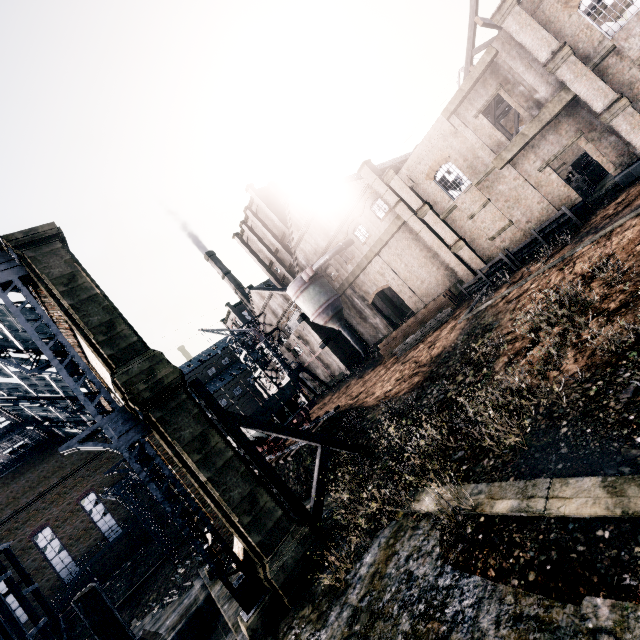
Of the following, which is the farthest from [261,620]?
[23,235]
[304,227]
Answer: [304,227]

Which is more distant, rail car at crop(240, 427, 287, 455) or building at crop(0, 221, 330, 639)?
rail car at crop(240, 427, 287, 455)

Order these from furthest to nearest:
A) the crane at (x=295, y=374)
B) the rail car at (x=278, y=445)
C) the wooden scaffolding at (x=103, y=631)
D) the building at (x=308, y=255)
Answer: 1. the crane at (x=295, y=374)
2. the rail car at (x=278, y=445)
3. the building at (x=308, y=255)
4. the wooden scaffolding at (x=103, y=631)

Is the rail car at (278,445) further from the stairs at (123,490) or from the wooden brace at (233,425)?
the stairs at (123,490)

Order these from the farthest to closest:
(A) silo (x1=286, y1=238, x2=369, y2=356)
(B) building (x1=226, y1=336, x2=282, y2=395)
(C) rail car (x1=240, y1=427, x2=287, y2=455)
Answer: (B) building (x1=226, y1=336, x2=282, y2=395), (A) silo (x1=286, y1=238, x2=369, y2=356), (C) rail car (x1=240, y1=427, x2=287, y2=455)

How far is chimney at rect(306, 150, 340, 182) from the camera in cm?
5569

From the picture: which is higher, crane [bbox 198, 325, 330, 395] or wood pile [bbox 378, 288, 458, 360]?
crane [bbox 198, 325, 330, 395]

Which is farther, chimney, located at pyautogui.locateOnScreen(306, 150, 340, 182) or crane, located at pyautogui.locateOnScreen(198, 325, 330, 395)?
chimney, located at pyautogui.locateOnScreen(306, 150, 340, 182)
